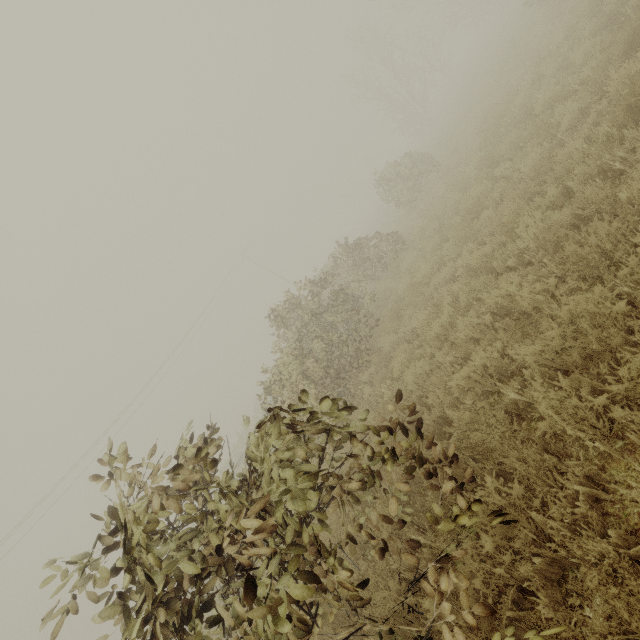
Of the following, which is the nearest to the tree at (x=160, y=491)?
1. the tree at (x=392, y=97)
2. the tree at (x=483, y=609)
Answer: the tree at (x=483, y=609)

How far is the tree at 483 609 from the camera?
2.5m

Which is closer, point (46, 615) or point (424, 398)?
point (46, 615)

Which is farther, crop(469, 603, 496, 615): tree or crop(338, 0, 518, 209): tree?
crop(338, 0, 518, 209): tree

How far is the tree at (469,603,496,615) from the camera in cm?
252

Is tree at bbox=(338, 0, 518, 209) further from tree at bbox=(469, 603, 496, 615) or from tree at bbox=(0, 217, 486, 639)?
tree at bbox=(469, 603, 496, 615)

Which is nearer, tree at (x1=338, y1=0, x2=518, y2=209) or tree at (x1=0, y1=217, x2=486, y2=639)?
tree at (x1=0, y1=217, x2=486, y2=639)
